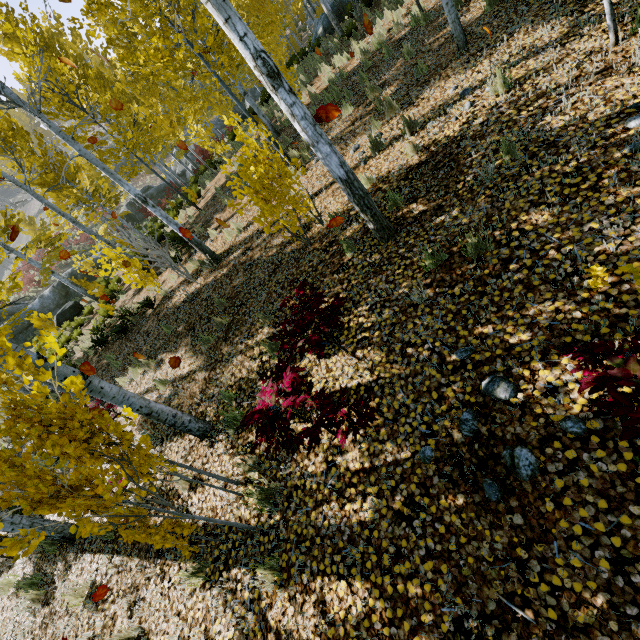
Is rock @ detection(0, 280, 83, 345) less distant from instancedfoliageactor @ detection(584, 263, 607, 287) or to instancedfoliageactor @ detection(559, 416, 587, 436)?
instancedfoliageactor @ detection(584, 263, 607, 287)

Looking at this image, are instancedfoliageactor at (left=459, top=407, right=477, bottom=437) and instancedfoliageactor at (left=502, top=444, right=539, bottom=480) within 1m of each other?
yes

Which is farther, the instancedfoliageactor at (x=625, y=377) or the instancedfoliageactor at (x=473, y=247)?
the instancedfoliageactor at (x=473, y=247)

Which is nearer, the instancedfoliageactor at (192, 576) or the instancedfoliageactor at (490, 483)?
the instancedfoliageactor at (490, 483)

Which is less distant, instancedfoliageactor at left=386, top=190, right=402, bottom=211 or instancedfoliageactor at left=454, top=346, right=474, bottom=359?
instancedfoliageactor at left=454, top=346, right=474, bottom=359

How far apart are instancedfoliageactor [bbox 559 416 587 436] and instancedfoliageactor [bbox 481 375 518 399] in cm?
39

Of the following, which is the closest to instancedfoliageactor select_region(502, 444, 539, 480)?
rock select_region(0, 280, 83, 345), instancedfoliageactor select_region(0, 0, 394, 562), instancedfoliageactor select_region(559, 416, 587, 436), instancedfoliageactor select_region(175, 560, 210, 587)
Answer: instancedfoliageactor select_region(559, 416, 587, 436)

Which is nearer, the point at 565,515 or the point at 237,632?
the point at 565,515
